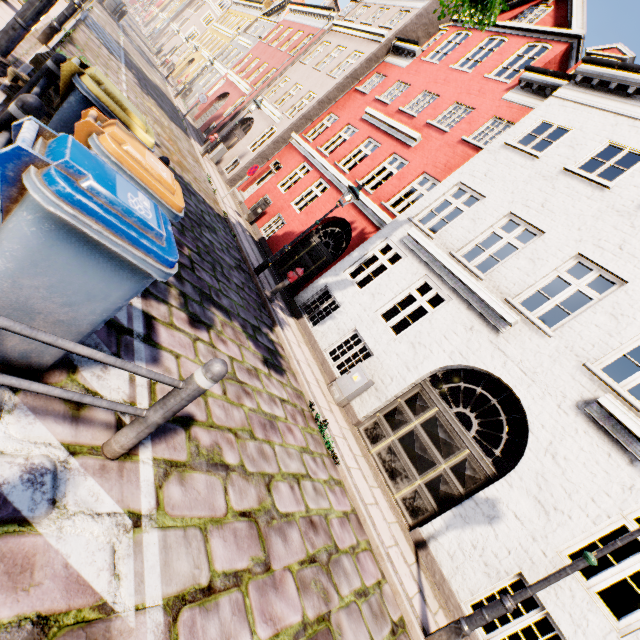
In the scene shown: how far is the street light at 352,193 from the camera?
8.9 meters

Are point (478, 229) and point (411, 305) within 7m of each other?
yes

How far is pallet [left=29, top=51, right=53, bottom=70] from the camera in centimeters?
408cm

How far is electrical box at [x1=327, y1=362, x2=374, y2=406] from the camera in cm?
773

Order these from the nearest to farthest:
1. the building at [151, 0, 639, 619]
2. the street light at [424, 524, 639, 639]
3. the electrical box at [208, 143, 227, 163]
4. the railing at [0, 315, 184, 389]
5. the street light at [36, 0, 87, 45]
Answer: the railing at [0, 315, 184, 389]
the street light at [424, 524, 639, 639]
the building at [151, 0, 639, 619]
the street light at [36, 0, 87, 45]
the electrical box at [208, 143, 227, 163]

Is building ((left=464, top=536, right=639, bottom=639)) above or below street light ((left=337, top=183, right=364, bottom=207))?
below

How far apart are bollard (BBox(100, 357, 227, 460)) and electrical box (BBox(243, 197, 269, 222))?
13.40m

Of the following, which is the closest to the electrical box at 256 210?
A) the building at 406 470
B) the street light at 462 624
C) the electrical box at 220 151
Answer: the building at 406 470
